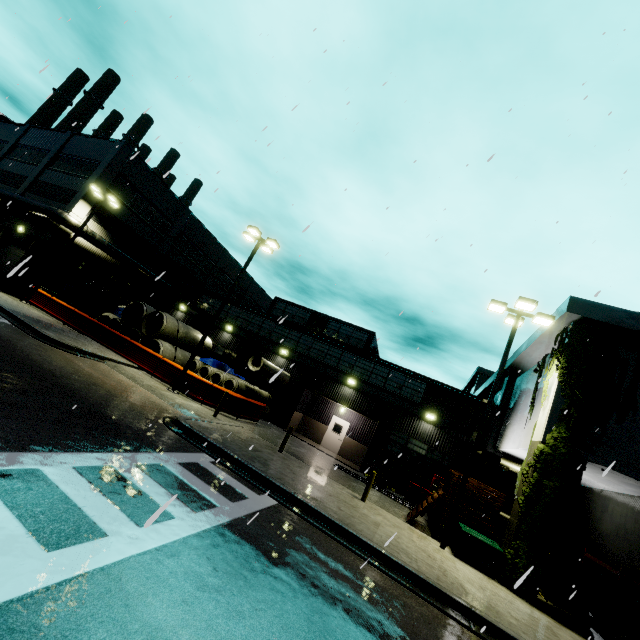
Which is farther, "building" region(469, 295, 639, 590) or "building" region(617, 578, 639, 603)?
"building" region(469, 295, 639, 590)

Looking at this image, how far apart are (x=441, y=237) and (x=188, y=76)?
8.0m

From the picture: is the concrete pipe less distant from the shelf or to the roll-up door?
the roll-up door

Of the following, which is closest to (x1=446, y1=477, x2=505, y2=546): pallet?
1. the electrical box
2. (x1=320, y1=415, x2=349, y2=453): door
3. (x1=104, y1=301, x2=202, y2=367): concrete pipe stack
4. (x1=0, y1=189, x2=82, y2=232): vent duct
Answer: the electrical box

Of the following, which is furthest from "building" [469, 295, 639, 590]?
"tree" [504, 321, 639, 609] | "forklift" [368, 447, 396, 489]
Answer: "forklift" [368, 447, 396, 489]

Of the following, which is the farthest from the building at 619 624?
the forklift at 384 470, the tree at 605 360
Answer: the forklift at 384 470

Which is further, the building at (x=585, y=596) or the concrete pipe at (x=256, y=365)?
the concrete pipe at (x=256, y=365)

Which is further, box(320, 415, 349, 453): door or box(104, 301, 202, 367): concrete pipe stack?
box(320, 415, 349, 453): door
